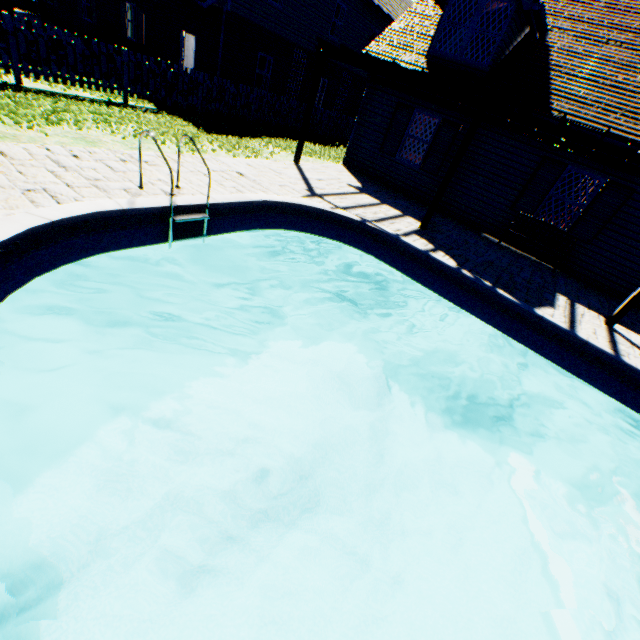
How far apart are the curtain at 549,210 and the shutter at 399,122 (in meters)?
5.00

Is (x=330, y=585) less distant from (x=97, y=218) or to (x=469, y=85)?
(x=97, y=218)

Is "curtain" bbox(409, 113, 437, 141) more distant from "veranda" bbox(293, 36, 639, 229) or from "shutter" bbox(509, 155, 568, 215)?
"shutter" bbox(509, 155, 568, 215)

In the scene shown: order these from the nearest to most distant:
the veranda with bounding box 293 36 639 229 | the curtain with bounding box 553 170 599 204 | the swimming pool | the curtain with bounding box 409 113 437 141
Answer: the swimming pool → the veranda with bounding box 293 36 639 229 → the curtain with bounding box 553 170 599 204 → the curtain with bounding box 409 113 437 141

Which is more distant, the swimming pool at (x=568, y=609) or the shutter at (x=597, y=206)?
the shutter at (x=597, y=206)

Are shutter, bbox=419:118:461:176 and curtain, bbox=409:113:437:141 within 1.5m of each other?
yes

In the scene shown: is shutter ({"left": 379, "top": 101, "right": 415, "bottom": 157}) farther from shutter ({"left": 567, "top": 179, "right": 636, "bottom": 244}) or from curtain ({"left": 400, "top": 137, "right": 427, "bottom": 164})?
shutter ({"left": 567, "top": 179, "right": 636, "bottom": 244})

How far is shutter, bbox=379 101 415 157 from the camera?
10.95m
